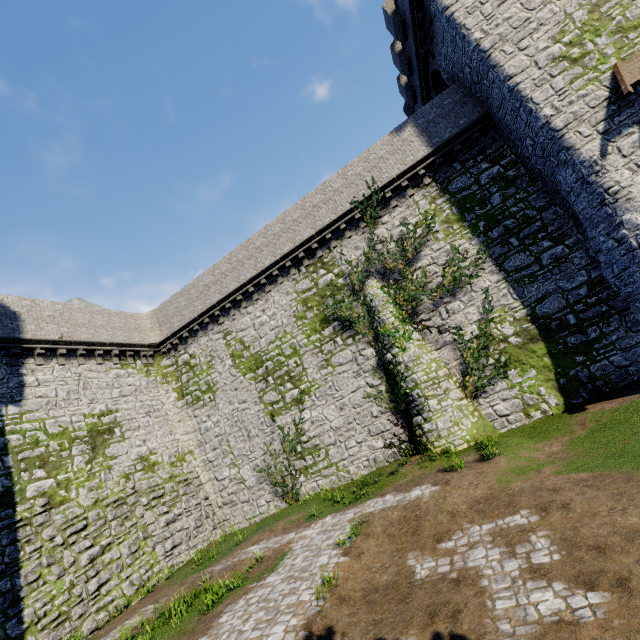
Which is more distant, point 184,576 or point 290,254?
point 290,254

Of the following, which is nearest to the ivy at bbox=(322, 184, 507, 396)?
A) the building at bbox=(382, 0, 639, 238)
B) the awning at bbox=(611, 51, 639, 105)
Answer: the building at bbox=(382, 0, 639, 238)

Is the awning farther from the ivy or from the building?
the ivy

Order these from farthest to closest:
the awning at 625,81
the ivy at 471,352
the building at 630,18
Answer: the ivy at 471,352 < the building at 630,18 < the awning at 625,81

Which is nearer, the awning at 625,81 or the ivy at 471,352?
the awning at 625,81

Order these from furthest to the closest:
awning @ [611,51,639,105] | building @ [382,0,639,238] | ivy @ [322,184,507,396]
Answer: ivy @ [322,184,507,396] < building @ [382,0,639,238] < awning @ [611,51,639,105]
